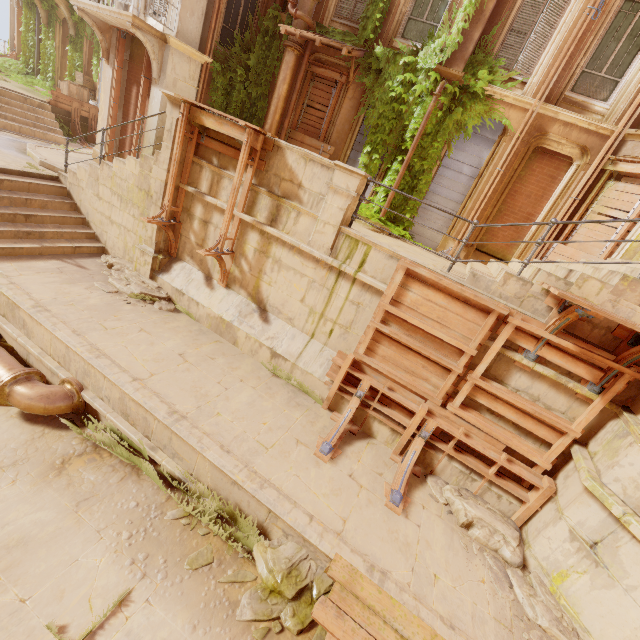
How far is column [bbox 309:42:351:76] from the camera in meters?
10.3 m

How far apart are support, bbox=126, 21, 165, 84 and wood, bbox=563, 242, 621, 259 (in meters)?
12.89

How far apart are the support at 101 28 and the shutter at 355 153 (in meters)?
8.75

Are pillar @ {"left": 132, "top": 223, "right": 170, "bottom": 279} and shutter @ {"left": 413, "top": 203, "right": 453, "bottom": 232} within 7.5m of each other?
yes

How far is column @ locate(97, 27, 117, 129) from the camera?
10.66m

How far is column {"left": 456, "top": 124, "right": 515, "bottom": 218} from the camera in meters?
9.4 m

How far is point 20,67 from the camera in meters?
17.7

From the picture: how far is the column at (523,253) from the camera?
9.94m
